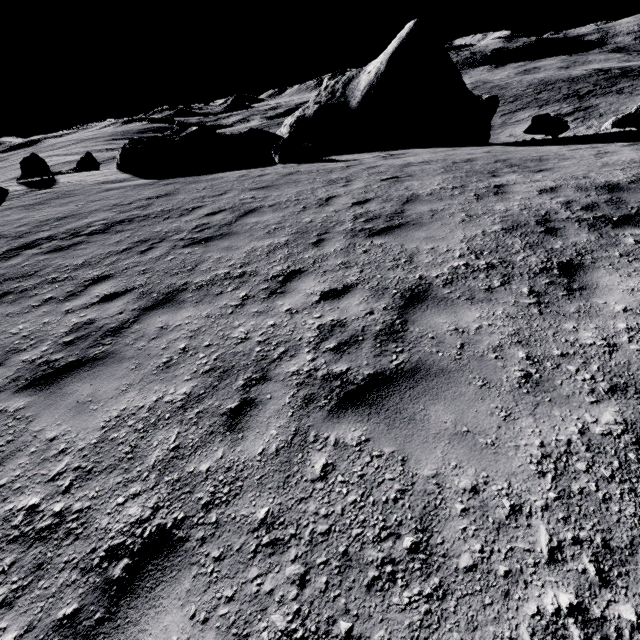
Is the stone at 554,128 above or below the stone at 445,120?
below

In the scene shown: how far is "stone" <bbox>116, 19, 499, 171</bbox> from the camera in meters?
16.7

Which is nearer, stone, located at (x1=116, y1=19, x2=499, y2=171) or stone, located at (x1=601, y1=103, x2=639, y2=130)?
stone, located at (x1=601, y1=103, x2=639, y2=130)

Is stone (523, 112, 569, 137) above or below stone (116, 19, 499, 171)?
below

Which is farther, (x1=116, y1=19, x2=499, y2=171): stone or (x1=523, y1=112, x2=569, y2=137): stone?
(x1=116, y1=19, x2=499, y2=171): stone

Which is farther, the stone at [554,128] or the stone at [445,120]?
the stone at [445,120]

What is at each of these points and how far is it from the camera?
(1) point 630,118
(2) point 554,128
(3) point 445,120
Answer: (1) stone, 16.02m
(2) stone, 15.87m
(3) stone, 16.36m
